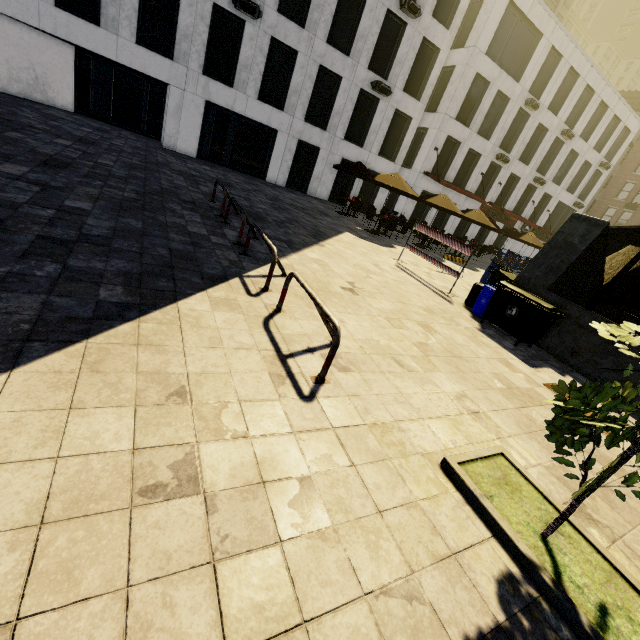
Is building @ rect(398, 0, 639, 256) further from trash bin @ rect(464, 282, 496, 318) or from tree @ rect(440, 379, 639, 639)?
tree @ rect(440, 379, 639, 639)

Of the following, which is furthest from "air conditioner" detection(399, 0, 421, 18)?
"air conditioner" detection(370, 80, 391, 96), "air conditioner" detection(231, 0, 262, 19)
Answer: "air conditioner" detection(231, 0, 262, 19)

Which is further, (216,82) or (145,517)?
(216,82)

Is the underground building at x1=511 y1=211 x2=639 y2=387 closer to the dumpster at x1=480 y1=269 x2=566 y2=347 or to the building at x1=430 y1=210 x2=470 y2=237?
the dumpster at x1=480 y1=269 x2=566 y2=347

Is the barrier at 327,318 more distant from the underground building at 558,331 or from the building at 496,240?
the building at 496,240

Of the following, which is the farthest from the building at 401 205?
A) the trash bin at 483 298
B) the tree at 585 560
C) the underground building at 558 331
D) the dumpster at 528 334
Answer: the tree at 585 560

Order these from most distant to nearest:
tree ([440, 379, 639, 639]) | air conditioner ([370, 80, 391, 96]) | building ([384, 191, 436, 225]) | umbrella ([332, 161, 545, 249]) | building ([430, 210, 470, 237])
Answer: building ([430, 210, 470, 237]) < building ([384, 191, 436, 225]) < air conditioner ([370, 80, 391, 96]) < umbrella ([332, 161, 545, 249]) < tree ([440, 379, 639, 639])

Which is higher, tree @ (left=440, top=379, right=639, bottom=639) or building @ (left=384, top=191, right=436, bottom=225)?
building @ (left=384, top=191, right=436, bottom=225)
